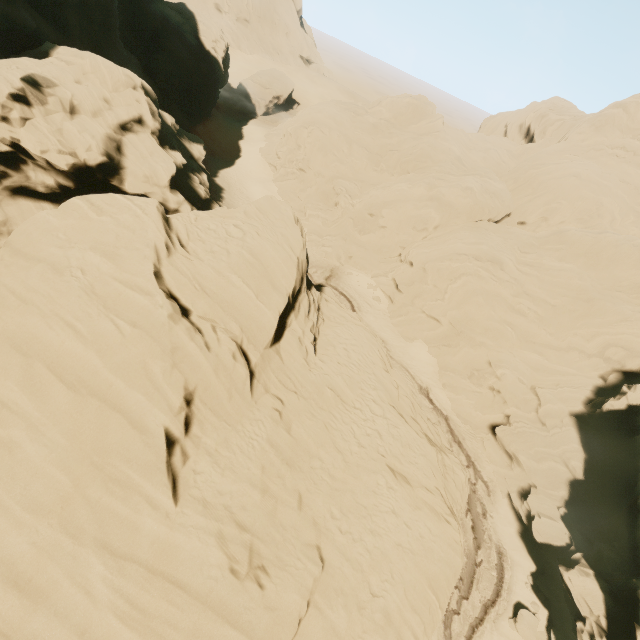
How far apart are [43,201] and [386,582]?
31.1 meters

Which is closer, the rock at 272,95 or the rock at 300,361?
the rock at 300,361

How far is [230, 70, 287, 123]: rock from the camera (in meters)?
57.88

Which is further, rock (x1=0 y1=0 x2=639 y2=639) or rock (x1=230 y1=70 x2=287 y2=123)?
rock (x1=230 y1=70 x2=287 y2=123)

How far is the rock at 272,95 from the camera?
57.9 meters
